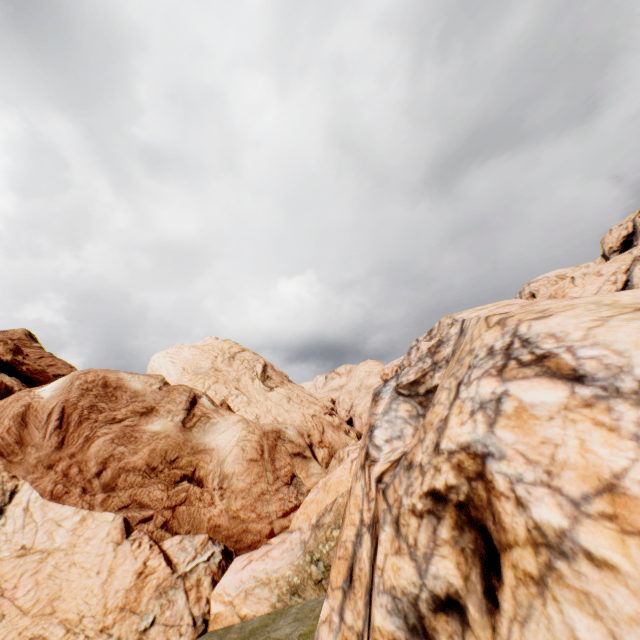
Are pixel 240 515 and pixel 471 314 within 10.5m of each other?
no
